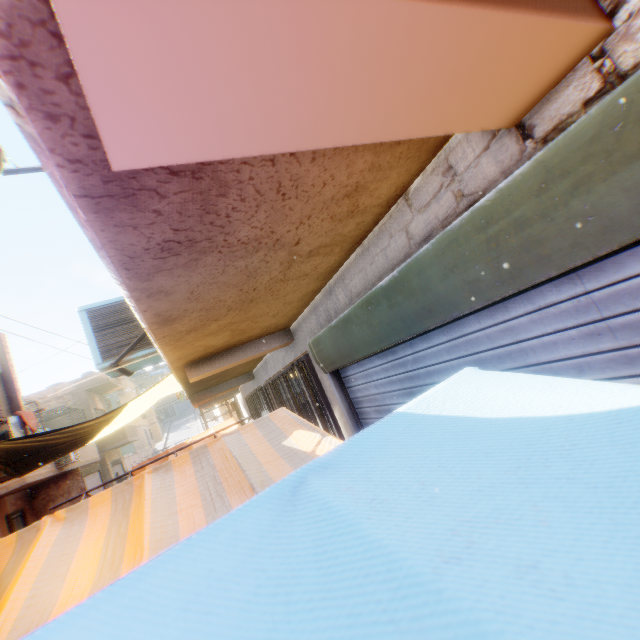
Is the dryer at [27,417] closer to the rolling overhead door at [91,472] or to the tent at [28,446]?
the tent at [28,446]

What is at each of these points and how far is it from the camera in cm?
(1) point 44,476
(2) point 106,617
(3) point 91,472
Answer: (1) building, 1402
(2) tent, 50
(3) rolling overhead door, 1955

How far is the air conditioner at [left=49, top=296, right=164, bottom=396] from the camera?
3.8m

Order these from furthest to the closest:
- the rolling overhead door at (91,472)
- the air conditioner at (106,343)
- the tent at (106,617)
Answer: the rolling overhead door at (91,472)
the air conditioner at (106,343)
the tent at (106,617)

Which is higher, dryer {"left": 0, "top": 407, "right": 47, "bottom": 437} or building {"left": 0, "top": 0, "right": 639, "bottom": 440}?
dryer {"left": 0, "top": 407, "right": 47, "bottom": 437}

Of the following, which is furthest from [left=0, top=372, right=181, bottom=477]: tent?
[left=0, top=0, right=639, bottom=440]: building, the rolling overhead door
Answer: the rolling overhead door

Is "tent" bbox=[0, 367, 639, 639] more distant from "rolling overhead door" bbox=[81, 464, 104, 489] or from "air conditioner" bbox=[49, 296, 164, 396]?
"rolling overhead door" bbox=[81, 464, 104, 489]

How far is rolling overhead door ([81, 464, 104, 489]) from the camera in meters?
18.6
